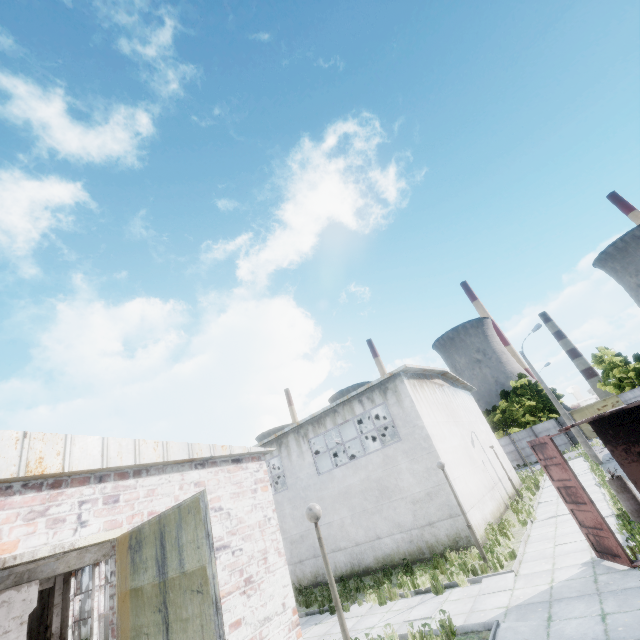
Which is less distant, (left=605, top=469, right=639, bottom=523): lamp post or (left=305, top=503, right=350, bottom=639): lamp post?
(left=305, top=503, right=350, bottom=639): lamp post

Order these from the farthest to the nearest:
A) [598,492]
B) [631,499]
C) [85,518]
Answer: [598,492] → [631,499] → [85,518]

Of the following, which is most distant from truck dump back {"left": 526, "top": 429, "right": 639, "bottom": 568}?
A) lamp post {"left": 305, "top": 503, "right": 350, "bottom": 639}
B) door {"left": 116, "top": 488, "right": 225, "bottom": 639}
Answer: door {"left": 116, "top": 488, "right": 225, "bottom": 639}

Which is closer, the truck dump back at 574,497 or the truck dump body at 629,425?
the truck dump back at 574,497

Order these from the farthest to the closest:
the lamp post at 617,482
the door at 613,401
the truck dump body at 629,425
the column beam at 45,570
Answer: the door at 613,401
the lamp post at 617,482
the truck dump body at 629,425
the column beam at 45,570

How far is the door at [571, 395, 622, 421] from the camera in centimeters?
4203cm

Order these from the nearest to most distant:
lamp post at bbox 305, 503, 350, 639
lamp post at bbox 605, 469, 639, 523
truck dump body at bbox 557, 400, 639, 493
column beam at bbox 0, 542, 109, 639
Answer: lamp post at bbox 305, 503, 350, 639 → column beam at bbox 0, 542, 109, 639 → truck dump body at bbox 557, 400, 639, 493 → lamp post at bbox 605, 469, 639, 523

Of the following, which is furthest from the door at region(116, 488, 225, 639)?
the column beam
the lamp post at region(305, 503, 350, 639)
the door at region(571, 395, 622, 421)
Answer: the door at region(571, 395, 622, 421)
